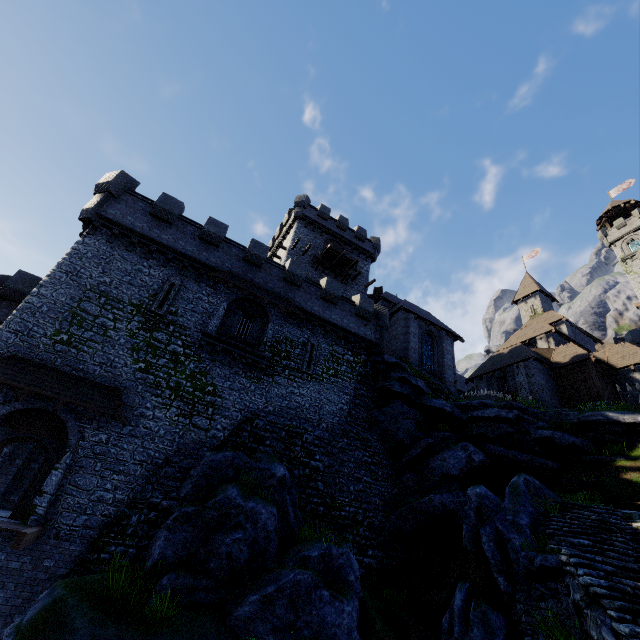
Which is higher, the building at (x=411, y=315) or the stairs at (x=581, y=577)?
the building at (x=411, y=315)

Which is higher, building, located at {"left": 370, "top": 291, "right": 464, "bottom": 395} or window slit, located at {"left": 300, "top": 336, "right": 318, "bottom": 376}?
building, located at {"left": 370, "top": 291, "right": 464, "bottom": 395}

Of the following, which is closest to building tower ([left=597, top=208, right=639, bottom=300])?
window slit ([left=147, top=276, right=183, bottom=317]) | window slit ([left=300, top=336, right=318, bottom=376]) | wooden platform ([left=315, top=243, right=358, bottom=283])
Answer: wooden platform ([left=315, top=243, right=358, bottom=283])

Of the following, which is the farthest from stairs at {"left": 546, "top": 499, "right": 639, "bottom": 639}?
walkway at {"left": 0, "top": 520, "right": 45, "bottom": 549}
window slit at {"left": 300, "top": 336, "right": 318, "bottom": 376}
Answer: walkway at {"left": 0, "top": 520, "right": 45, "bottom": 549}

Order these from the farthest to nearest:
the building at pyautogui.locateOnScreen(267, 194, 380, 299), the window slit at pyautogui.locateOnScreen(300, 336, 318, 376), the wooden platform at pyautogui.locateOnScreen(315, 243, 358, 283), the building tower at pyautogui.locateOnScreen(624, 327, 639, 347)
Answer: the building tower at pyautogui.locateOnScreen(624, 327, 639, 347)
the building at pyautogui.locateOnScreen(267, 194, 380, 299)
the wooden platform at pyautogui.locateOnScreen(315, 243, 358, 283)
the window slit at pyautogui.locateOnScreen(300, 336, 318, 376)

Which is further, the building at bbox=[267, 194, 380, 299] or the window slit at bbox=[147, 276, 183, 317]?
the building at bbox=[267, 194, 380, 299]

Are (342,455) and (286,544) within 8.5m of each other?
yes

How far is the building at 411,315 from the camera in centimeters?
2575cm
